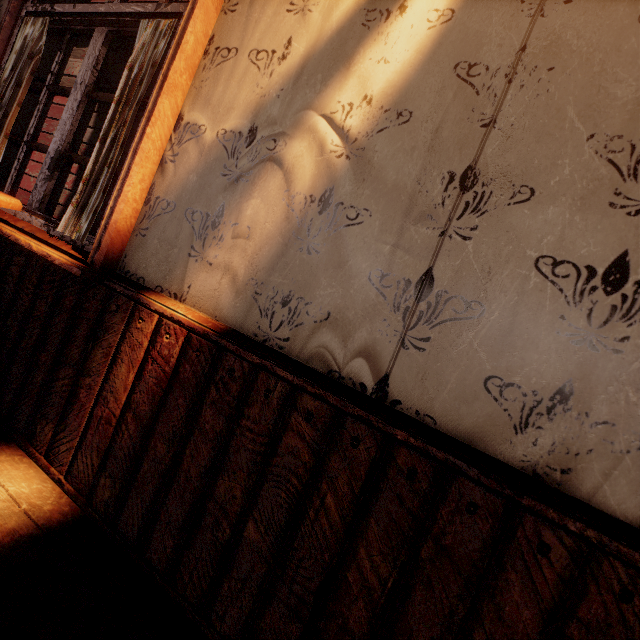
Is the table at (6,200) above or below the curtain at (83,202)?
below

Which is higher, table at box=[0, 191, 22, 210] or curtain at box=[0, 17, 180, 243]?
curtain at box=[0, 17, 180, 243]

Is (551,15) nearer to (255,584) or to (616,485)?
(616,485)

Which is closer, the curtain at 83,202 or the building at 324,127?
the building at 324,127

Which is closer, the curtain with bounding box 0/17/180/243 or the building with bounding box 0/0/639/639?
the building with bounding box 0/0/639/639
